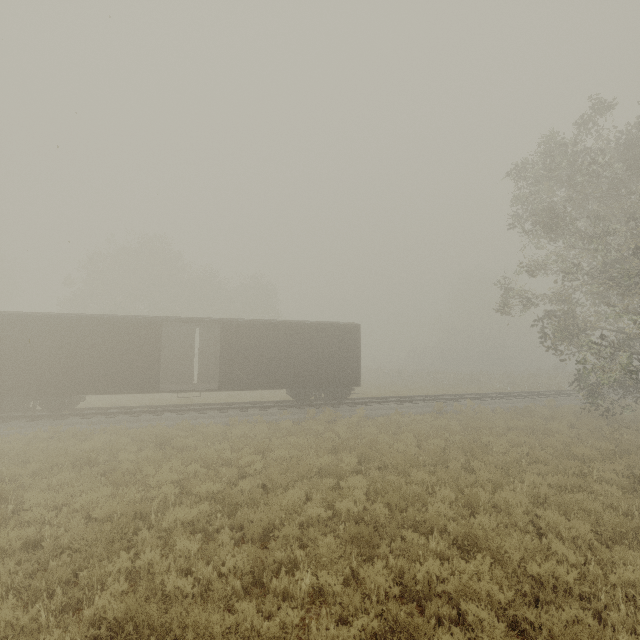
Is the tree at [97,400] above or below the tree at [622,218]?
below

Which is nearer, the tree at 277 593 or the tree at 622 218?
the tree at 277 593

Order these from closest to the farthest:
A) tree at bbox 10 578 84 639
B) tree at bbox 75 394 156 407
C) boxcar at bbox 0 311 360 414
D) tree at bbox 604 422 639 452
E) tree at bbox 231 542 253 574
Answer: tree at bbox 10 578 84 639 < tree at bbox 231 542 253 574 < tree at bbox 604 422 639 452 < boxcar at bbox 0 311 360 414 < tree at bbox 75 394 156 407

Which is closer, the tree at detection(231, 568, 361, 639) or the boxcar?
Result: the tree at detection(231, 568, 361, 639)

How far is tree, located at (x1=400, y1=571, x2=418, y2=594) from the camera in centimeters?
489cm

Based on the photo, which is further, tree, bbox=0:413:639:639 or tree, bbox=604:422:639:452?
tree, bbox=604:422:639:452

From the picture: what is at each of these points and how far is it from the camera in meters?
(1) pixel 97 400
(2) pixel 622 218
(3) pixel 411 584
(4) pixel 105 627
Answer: (1) tree, 21.9
(2) tree, 11.6
(3) tree, 5.0
(4) tree, 4.2
